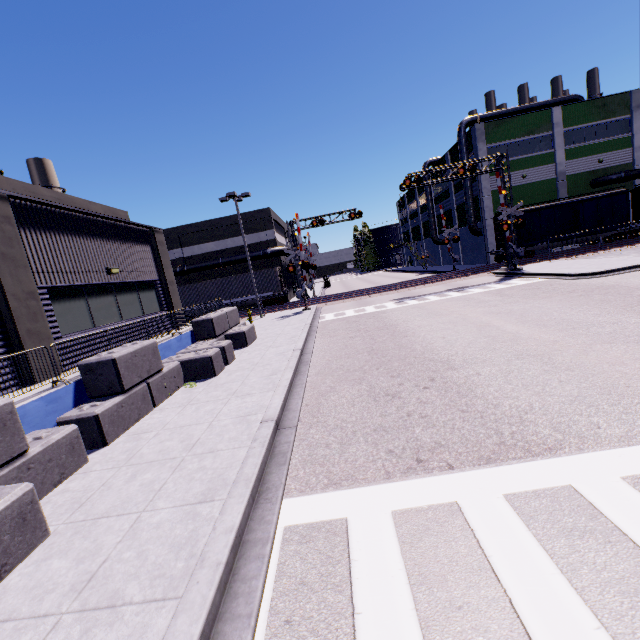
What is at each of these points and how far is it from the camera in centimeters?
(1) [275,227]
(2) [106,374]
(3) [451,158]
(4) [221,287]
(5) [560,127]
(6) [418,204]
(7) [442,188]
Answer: (1) building, 3953cm
(2) concrete block, 784cm
(3) building, 4153cm
(4) cargo container, 3312cm
(5) building, 3378cm
(6) building, 5822cm
(7) building, 4656cm

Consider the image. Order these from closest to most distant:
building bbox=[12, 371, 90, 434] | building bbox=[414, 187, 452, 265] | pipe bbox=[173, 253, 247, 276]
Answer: building bbox=[12, 371, 90, 434] → pipe bbox=[173, 253, 247, 276] → building bbox=[414, 187, 452, 265]

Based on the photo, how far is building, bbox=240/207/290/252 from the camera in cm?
3622

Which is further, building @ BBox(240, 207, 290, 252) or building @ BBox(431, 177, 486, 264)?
building @ BBox(431, 177, 486, 264)

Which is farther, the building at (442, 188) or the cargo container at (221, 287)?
the building at (442, 188)

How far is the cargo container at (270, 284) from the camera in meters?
32.7 m

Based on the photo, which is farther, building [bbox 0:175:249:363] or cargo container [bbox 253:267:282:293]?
cargo container [bbox 253:267:282:293]

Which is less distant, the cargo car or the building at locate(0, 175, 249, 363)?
the building at locate(0, 175, 249, 363)
